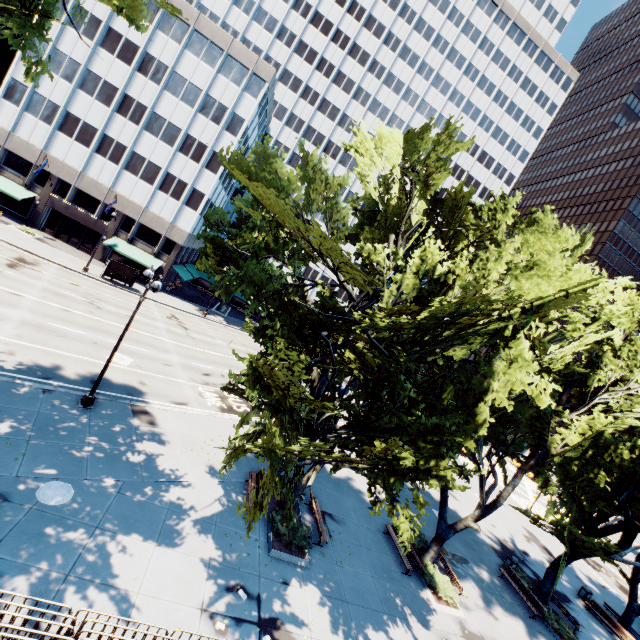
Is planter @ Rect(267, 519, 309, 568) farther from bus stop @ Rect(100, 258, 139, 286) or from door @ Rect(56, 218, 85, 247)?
door @ Rect(56, 218, 85, 247)

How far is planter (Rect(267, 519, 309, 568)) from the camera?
13.4m

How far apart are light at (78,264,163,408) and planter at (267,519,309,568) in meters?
9.8 m

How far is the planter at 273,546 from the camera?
13.35m

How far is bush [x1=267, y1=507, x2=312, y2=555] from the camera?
14.0m

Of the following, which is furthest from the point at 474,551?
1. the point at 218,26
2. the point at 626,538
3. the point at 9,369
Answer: the point at 218,26

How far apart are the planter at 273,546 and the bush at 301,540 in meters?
0.2

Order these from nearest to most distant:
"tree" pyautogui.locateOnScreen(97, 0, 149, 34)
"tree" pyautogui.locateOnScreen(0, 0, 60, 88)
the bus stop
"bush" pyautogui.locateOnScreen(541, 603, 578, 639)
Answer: "tree" pyautogui.locateOnScreen(0, 0, 60, 88), "tree" pyautogui.locateOnScreen(97, 0, 149, 34), "bush" pyautogui.locateOnScreen(541, 603, 578, 639), the bus stop
